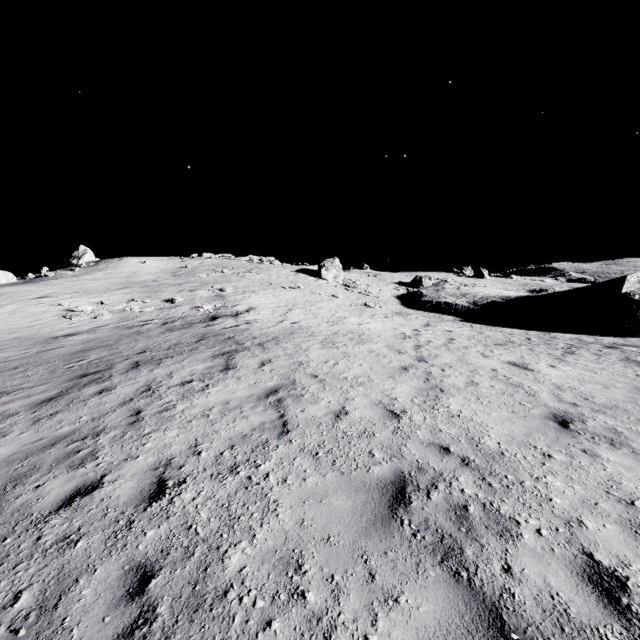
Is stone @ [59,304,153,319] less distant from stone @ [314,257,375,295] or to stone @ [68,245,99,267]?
stone @ [314,257,375,295]

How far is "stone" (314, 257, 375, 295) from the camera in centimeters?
3759cm

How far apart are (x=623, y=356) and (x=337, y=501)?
16.5 meters

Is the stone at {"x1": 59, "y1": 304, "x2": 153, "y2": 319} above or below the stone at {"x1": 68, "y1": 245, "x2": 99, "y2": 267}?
below

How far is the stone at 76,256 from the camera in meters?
43.7

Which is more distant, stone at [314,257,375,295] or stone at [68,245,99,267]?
stone at [68,245,99,267]

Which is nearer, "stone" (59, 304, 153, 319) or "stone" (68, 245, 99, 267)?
"stone" (59, 304, 153, 319)

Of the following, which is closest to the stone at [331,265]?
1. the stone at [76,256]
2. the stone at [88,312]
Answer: the stone at [88,312]
